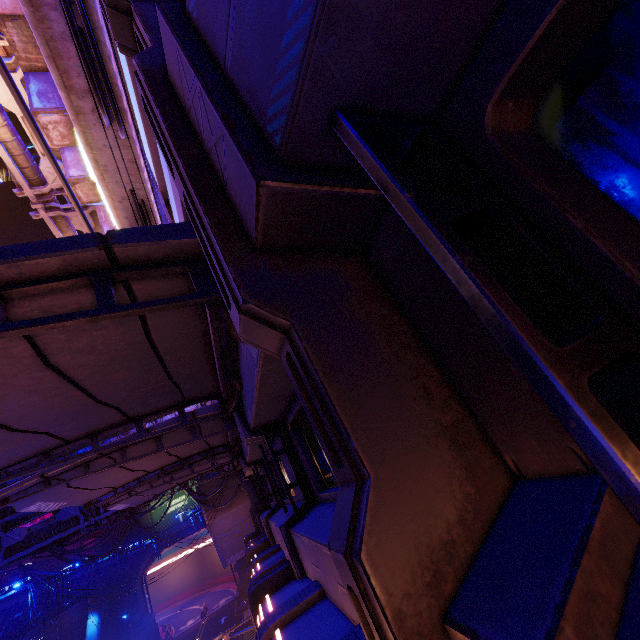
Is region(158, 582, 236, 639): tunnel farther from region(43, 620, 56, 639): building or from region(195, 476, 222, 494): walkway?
region(43, 620, 56, 639): building

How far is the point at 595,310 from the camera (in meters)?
0.91

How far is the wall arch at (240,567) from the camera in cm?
4644

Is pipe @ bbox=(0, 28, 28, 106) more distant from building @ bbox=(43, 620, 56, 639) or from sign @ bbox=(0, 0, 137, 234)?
sign @ bbox=(0, 0, 137, 234)

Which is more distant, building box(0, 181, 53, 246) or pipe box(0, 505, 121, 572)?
building box(0, 181, 53, 246)

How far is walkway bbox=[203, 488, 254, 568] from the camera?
23.8m

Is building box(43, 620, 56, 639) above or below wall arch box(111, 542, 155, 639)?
above

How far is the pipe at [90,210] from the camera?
13.38m
